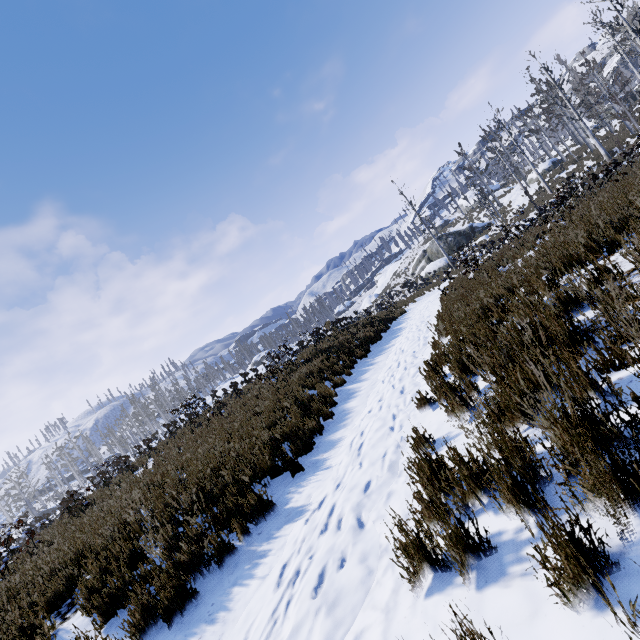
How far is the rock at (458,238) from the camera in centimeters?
3676cm

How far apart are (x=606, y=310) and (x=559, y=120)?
36.8m

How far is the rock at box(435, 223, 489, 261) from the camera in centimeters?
3676cm
